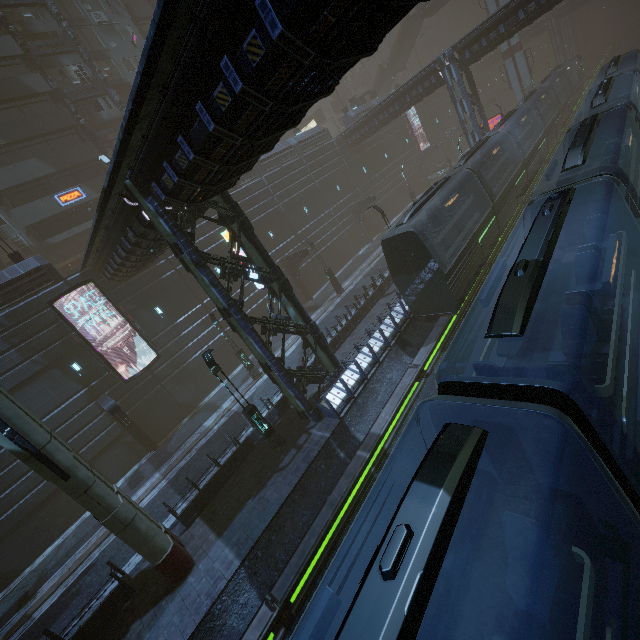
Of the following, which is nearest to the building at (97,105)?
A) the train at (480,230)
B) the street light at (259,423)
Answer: the street light at (259,423)

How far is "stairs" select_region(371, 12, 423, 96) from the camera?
47.6m

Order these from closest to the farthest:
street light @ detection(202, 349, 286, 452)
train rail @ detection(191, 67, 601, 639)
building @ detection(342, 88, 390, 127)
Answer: train rail @ detection(191, 67, 601, 639) < street light @ detection(202, 349, 286, 452) < building @ detection(342, 88, 390, 127)

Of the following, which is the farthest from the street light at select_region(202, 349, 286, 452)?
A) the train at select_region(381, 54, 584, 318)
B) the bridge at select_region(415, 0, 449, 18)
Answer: the bridge at select_region(415, 0, 449, 18)

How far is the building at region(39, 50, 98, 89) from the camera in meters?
30.7 m

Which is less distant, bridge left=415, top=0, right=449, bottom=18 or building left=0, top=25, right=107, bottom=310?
building left=0, top=25, right=107, bottom=310

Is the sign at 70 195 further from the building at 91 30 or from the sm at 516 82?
the sm at 516 82

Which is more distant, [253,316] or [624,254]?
[253,316]
